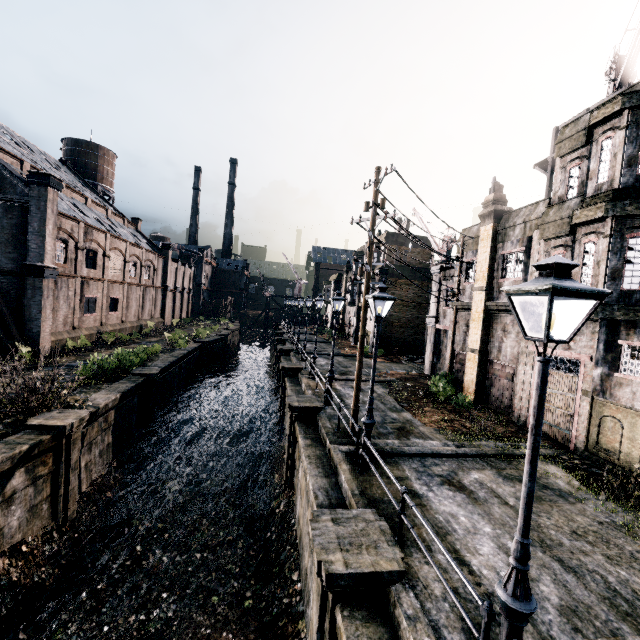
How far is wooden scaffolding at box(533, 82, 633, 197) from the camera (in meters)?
14.45

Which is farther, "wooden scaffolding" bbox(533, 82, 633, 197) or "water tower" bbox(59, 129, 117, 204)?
"water tower" bbox(59, 129, 117, 204)

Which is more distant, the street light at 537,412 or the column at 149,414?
the column at 149,414

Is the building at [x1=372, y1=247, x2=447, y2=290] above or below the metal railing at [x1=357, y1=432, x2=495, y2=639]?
above

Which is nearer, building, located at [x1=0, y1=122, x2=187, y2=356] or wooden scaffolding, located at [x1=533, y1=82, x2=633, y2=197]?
wooden scaffolding, located at [x1=533, y1=82, x2=633, y2=197]

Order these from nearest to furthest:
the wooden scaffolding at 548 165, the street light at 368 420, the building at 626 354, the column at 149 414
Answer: the street light at 368 420 → the building at 626 354 → the wooden scaffolding at 548 165 → the column at 149 414

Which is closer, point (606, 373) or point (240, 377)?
point (606, 373)

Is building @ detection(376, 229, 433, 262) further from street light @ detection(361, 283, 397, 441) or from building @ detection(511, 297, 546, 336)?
street light @ detection(361, 283, 397, 441)
